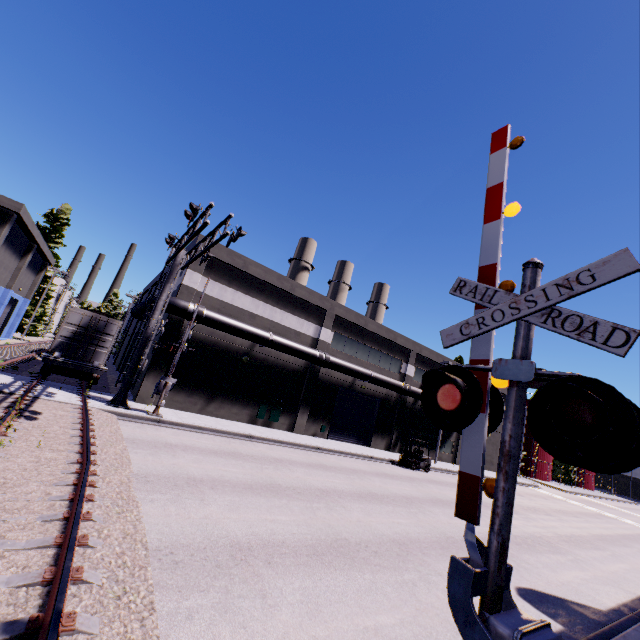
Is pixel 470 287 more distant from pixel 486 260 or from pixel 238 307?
pixel 238 307

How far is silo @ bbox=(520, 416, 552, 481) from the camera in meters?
51.8 m

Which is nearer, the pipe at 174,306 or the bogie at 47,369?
the bogie at 47,369

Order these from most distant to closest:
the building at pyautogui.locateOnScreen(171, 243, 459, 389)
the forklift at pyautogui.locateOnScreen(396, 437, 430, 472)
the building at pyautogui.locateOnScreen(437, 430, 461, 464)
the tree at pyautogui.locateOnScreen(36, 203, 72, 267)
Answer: the tree at pyautogui.locateOnScreen(36, 203, 72, 267) < the building at pyautogui.locateOnScreen(437, 430, 461, 464) < the forklift at pyautogui.locateOnScreen(396, 437, 430, 472) < the building at pyautogui.locateOnScreen(171, 243, 459, 389)

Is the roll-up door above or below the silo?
below

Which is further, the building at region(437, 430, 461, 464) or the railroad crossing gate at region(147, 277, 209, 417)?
the building at region(437, 430, 461, 464)

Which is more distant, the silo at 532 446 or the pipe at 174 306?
the silo at 532 446

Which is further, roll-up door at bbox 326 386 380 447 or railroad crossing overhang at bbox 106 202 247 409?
roll-up door at bbox 326 386 380 447
